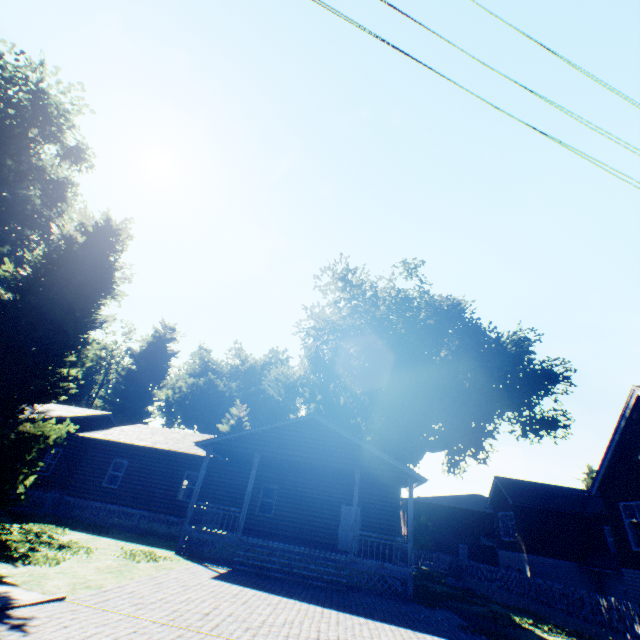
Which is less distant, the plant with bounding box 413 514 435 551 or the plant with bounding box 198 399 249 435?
the plant with bounding box 413 514 435 551

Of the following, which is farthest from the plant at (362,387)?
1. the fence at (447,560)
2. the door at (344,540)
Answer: the door at (344,540)

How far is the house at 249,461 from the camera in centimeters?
1373cm

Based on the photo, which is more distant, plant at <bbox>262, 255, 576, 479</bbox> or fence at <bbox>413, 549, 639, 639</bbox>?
plant at <bbox>262, 255, 576, 479</bbox>

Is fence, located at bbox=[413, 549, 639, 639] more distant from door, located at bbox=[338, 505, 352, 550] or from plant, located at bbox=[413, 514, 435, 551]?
door, located at bbox=[338, 505, 352, 550]

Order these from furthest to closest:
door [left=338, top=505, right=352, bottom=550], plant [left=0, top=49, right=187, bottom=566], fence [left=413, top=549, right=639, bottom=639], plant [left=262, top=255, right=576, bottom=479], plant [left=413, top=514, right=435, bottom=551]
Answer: plant [left=413, top=514, right=435, bottom=551]
plant [left=262, top=255, right=576, bottom=479]
door [left=338, top=505, right=352, bottom=550]
fence [left=413, top=549, right=639, bottom=639]
plant [left=0, top=49, right=187, bottom=566]

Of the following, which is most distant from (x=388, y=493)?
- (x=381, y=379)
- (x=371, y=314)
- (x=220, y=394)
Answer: (x=220, y=394)

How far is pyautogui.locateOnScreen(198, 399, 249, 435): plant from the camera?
46.00m
